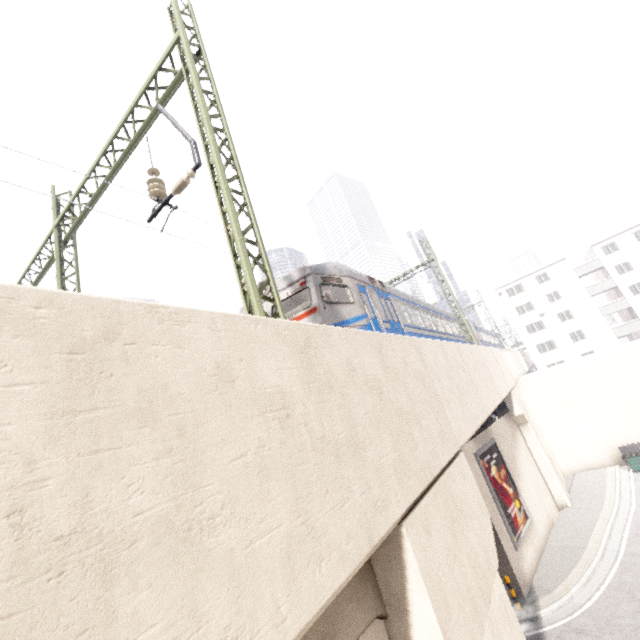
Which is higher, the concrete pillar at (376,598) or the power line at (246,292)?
the power line at (246,292)

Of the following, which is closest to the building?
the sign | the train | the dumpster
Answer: the train

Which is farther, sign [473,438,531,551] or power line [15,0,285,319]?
sign [473,438,531,551]

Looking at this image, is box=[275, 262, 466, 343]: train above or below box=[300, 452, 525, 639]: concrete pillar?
above

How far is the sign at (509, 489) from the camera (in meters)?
A: 14.21

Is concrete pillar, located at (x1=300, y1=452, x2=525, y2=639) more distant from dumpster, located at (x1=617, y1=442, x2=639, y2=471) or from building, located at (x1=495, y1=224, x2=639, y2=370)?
dumpster, located at (x1=617, y1=442, x2=639, y2=471)

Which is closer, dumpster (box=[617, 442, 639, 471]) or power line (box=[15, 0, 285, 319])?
power line (box=[15, 0, 285, 319])

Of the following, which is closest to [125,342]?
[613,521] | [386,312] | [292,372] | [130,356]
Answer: [130,356]
